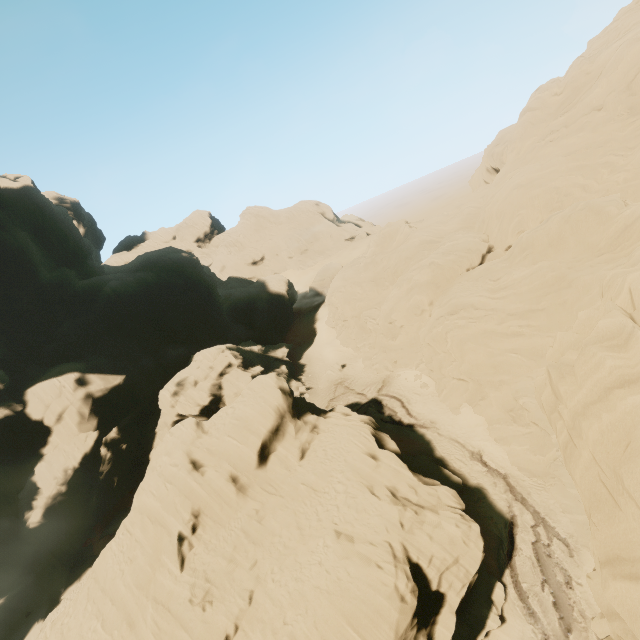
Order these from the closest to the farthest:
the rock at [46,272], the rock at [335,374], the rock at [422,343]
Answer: the rock at [422,343], the rock at [46,272], the rock at [335,374]

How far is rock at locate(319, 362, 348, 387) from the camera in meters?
46.4

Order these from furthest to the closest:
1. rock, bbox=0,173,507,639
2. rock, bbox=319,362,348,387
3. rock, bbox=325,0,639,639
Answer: rock, bbox=319,362,348,387 < rock, bbox=0,173,507,639 < rock, bbox=325,0,639,639

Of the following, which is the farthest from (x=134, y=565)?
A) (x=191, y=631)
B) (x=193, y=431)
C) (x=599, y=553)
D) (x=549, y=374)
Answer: (x=549, y=374)

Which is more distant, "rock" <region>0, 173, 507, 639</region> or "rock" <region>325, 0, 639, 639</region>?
"rock" <region>0, 173, 507, 639</region>

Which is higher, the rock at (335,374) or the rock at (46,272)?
the rock at (46,272)
